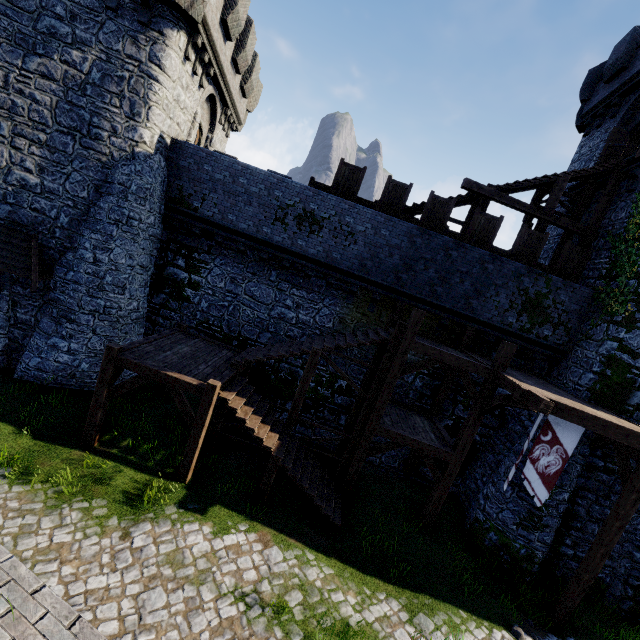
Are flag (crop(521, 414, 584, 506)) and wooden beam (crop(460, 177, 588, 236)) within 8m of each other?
no

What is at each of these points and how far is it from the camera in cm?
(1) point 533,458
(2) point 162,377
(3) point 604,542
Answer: (1) flag, 891
(2) stairs, 887
(3) wooden post, 864

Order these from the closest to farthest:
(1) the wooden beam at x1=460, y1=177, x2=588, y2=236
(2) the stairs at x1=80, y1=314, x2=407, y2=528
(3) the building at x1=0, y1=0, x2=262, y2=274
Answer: (2) the stairs at x1=80, y1=314, x2=407, y2=528
(3) the building at x1=0, y1=0, x2=262, y2=274
(1) the wooden beam at x1=460, y1=177, x2=588, y2=236

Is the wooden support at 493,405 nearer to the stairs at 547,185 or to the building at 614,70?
the building at 614,70

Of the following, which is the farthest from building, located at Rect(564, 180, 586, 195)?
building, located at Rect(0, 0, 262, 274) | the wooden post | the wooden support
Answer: building, located at Rect(0, 0, 262, 274)

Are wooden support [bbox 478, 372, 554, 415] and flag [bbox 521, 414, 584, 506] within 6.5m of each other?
yes

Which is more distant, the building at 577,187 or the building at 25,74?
the building at 577,187

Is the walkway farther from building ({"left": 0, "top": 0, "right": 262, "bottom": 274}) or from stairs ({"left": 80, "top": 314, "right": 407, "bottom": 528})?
building ({"left": 0, "top": 0, "right": 262, "bottom": 274})
